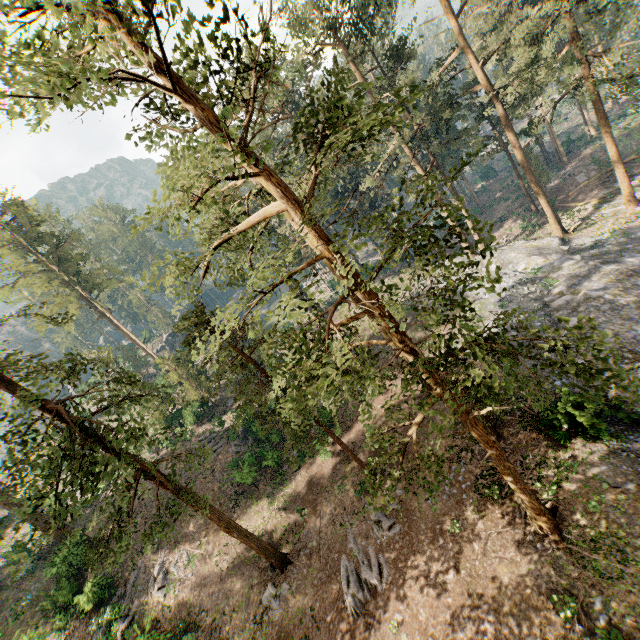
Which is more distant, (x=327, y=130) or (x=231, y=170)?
(x=327, y=130)

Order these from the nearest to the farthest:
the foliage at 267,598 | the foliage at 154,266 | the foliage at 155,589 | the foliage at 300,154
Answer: the foliage at 300,154 → the foliage at 154,266 → the foliage at 267,598 → the foliage at 155,589

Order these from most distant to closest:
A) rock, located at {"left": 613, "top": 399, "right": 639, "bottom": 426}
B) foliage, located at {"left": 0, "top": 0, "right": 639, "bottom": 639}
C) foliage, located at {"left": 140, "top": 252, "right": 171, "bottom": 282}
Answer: rock, located at {"left": 613, "top": 399, "right": 639, "bottom": 426}
foliage, located at {"left": 140, "top": 252, "right": 171, "bottom": 282}
foliage, located at {"left": 0, "top": 0, "right": 639, "bottom": 639}

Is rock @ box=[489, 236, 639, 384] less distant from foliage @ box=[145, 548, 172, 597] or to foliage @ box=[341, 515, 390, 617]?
foliage @ box=[341, 515, 390, 617]

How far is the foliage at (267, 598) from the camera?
17.6m

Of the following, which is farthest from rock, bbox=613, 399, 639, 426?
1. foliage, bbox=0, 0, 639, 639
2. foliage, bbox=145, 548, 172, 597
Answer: foliage, bbox=145, 548, 172, 597
